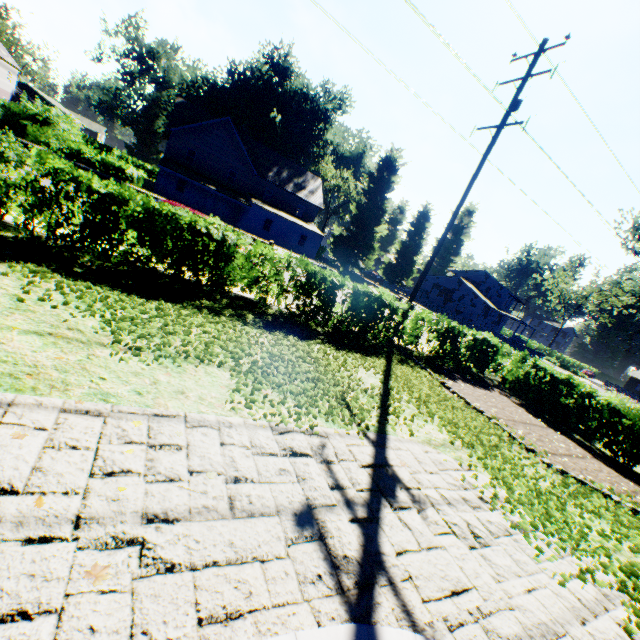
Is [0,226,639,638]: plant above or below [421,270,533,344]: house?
below

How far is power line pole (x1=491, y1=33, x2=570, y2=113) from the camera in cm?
1079

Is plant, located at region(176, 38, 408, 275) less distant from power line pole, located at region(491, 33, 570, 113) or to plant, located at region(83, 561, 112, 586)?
power line pole, located at region(491, 33, 570, 113)

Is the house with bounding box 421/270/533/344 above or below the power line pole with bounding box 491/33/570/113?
below

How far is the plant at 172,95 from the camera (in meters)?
56.09

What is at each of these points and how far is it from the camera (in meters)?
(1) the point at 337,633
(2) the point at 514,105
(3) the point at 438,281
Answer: (1) swimming pool, 2.29
(2) power line pole, 11.73
(3) house, 53.81

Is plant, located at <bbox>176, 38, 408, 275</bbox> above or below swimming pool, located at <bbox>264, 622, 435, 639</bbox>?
above

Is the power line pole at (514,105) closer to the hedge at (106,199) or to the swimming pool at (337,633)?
the hedge at (106,199)
